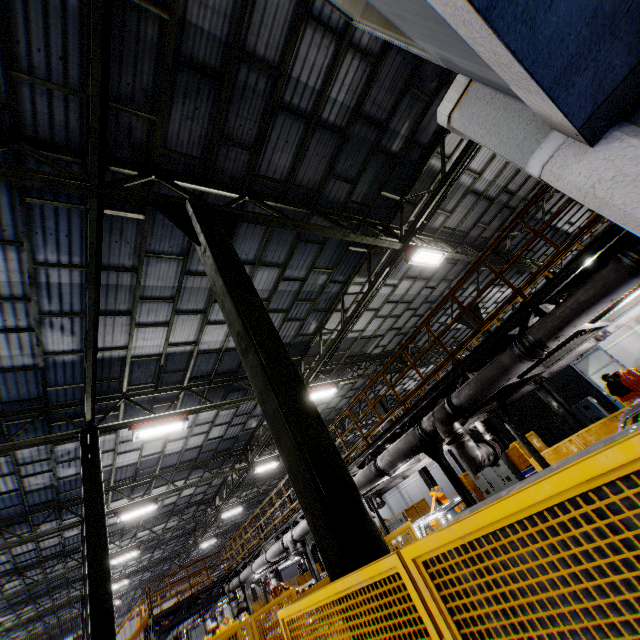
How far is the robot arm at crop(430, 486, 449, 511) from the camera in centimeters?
1219cm

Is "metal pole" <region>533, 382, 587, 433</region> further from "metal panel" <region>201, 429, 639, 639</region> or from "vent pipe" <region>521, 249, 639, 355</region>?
"vent pipe" <region>521, 249, 639, 355</region>

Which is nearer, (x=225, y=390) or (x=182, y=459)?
(x=225, y=390)

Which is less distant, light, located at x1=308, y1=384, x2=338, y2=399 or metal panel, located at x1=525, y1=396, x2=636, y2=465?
metal panel, located at x1=525, y1=396, x2=636, y2=465

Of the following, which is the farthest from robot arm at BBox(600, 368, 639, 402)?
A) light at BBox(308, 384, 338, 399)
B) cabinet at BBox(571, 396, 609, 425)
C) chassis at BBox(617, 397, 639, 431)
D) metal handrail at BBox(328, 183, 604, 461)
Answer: cabinet at BBox(571, 396, 609, 425)

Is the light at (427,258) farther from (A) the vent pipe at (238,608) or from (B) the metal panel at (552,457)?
(B) the metal panel at (552,457)

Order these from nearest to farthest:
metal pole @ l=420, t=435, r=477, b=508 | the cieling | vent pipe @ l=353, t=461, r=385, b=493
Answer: the cieling < metal pole @ l=420, t=435, r=477, b=508 < vent pipe @ l=353, t=461, r=385, b=493

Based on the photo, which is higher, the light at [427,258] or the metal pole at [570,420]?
the light at [427,258]
